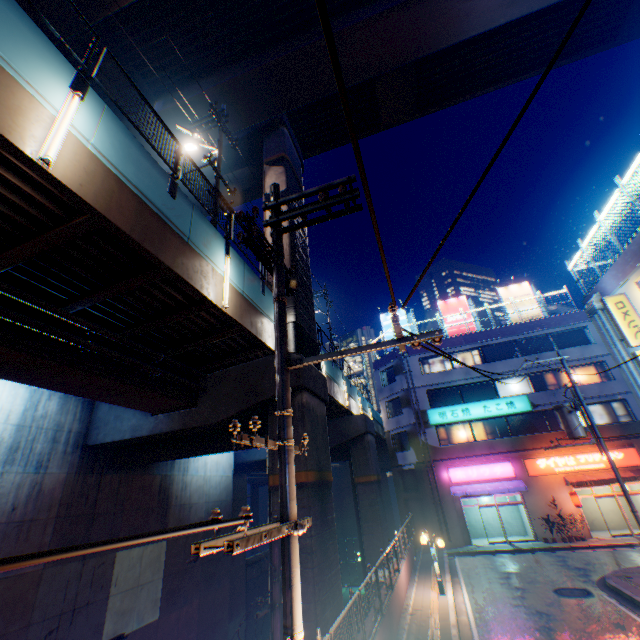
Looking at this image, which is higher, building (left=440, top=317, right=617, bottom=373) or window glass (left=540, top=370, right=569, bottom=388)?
building (left=440, top=317, right=617, bottom=373)

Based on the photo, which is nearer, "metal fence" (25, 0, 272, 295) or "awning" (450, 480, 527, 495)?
"metal fence" (25, 0, 272, 295)

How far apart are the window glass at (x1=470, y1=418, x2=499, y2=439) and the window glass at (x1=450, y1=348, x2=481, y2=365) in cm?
445

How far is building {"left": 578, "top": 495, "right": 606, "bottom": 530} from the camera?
23.6m

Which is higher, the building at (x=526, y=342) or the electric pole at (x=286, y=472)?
the building at (x=526, y=342)

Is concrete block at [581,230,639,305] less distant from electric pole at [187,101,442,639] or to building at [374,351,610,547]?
building at [374,351,610,547]

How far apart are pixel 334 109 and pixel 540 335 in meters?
24.1 m

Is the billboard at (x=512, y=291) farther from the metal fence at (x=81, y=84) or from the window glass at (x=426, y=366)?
the metal fence at (x=81, y=84)
